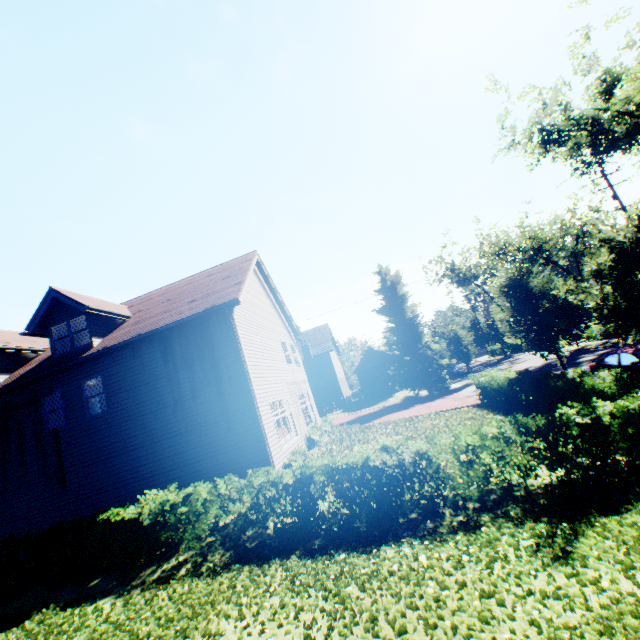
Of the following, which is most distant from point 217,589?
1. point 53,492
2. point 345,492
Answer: point 53,492

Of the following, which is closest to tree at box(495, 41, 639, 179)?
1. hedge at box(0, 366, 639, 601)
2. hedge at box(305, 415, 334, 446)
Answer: hedge at box(0, 366, 639, 601)

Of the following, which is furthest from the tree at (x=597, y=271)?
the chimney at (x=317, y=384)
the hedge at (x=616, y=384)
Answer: the chimney at (x=317, y=384)

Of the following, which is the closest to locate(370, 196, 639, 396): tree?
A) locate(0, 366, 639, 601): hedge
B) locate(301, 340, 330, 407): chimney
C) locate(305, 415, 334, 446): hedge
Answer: locate(0, 366, 639, 601): hedge

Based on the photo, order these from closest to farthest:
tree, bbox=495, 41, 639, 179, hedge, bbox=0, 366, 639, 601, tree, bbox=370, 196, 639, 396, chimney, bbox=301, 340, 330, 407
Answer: hedge, bbox=0, 366, 639, 601, tree, bbox=370, 196, 639, 396, tree, bbox=495, 41, 639, 179, chimney, bbox=301, 340, 330, 407

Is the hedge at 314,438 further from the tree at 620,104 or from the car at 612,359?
the car at 612,359

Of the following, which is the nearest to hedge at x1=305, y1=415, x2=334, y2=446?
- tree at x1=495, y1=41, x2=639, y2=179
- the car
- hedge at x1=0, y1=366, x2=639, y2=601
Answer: hedge at x1=0, y1=366, x2=639, y2=601

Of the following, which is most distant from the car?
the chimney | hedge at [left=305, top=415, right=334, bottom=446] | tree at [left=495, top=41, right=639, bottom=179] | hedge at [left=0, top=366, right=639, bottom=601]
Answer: the chimney
